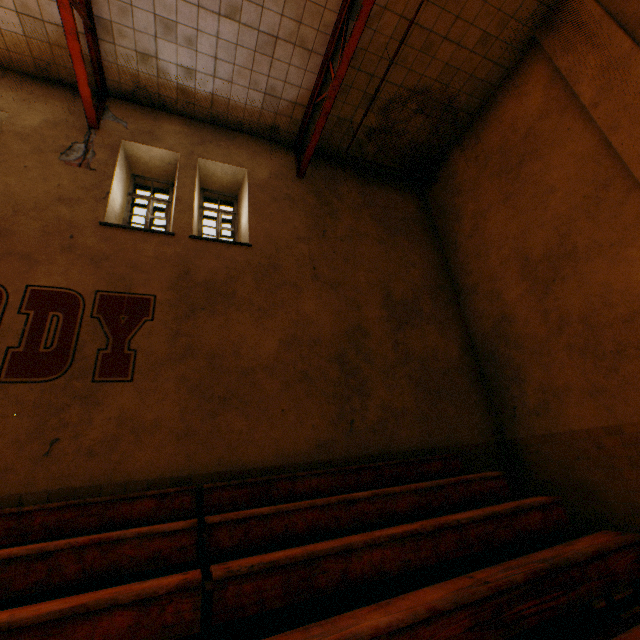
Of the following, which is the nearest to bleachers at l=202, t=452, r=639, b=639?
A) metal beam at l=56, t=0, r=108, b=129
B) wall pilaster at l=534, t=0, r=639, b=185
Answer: wall pilaster at l=534, t=0, r=639, b=185

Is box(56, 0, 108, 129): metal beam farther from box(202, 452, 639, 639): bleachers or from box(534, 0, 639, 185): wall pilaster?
box(534, 0, 639, 185): wall pilaster

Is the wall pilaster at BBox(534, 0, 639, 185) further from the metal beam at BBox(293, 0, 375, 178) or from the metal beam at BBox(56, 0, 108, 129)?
the metal beam at BBox(56, 0, 108, 129)

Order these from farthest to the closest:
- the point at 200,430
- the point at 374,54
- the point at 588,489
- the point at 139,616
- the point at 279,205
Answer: the point at 279,205
the point at 374,54
the point at 588,489
the point at 200,430
the point at 139,616

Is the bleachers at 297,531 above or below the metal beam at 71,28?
below

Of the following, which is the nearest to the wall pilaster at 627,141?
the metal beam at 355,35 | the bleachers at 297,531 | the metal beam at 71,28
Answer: the bleachers at 297,531

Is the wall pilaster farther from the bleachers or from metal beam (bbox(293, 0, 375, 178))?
metal beam (bbox(293, 0, 375, 178))

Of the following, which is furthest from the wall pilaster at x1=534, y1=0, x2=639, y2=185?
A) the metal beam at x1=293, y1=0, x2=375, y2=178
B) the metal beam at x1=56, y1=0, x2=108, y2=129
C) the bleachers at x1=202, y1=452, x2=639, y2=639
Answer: the metal beam at x1=56, y1=0, x2=108, y2=129
